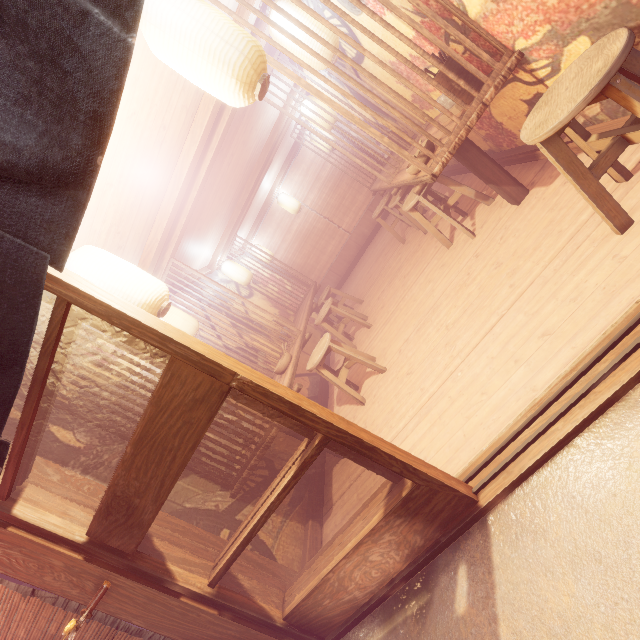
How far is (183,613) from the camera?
3.5m

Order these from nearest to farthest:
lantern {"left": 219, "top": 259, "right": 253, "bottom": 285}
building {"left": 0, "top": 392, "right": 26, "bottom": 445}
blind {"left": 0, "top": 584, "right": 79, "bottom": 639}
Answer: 1. blind {"left": 0, "top": 584, "right": 79, "bottom": 639}
2. building {"left": 0, "top": 392, "right": 26, "bottom": 445}
3. lantern {"left": 219, "top": 259, "right": 253, "bottom": 285}

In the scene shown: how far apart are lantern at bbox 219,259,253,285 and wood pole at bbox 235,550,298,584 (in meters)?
8.28

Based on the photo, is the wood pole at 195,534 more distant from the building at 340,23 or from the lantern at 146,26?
the lantern at 146,26

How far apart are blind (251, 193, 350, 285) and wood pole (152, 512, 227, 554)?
13.6m

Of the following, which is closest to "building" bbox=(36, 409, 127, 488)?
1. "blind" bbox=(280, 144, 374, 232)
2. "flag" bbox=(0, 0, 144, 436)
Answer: "blind" bbox=(280, 144, 374, 232)

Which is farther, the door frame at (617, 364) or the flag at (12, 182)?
the door frame at (617, 364)

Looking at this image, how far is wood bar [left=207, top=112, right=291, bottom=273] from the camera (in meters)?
10.04
